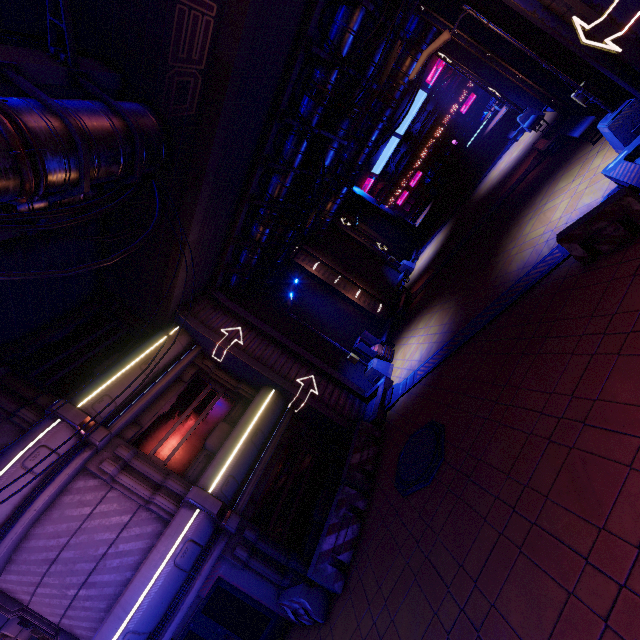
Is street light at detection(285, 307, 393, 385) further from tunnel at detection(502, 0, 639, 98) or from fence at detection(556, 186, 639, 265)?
fence at detection(556, 186, 639, 265)

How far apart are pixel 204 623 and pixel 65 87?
14.71m

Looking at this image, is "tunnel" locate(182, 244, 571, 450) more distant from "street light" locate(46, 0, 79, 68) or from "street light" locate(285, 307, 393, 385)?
"street light" locate(46, 0, 79, 68)

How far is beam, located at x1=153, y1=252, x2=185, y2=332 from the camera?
11.1 meters

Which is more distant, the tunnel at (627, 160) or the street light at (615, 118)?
the street light at (615, 118)

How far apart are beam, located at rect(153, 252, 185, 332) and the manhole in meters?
9.2

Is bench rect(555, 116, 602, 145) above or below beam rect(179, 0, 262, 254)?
below

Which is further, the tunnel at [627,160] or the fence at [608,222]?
the tunnel at [627,160]
